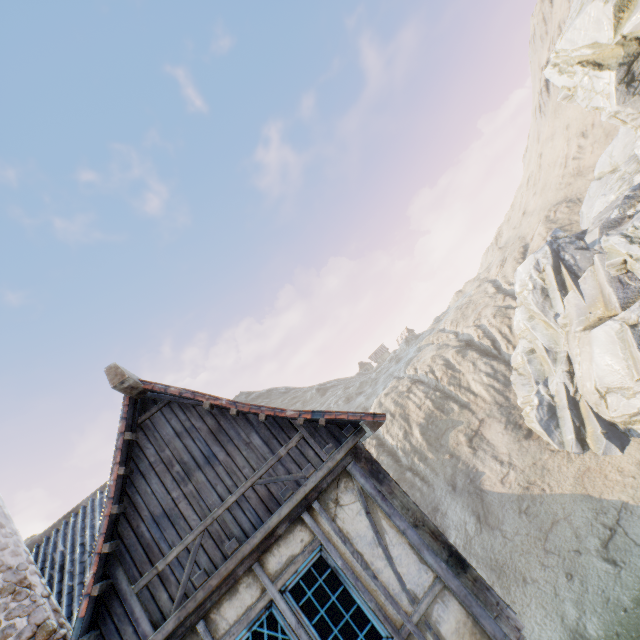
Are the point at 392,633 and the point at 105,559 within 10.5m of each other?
yes

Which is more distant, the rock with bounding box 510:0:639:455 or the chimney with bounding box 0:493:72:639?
the rock with bounding box 510:0:639:455

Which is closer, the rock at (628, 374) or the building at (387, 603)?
the building at (387, 603)

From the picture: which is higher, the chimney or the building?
the chimney

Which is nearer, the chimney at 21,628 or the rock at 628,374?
the chimney at 21,628

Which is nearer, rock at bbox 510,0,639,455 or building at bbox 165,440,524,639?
building at bbox 165,440,524,639
